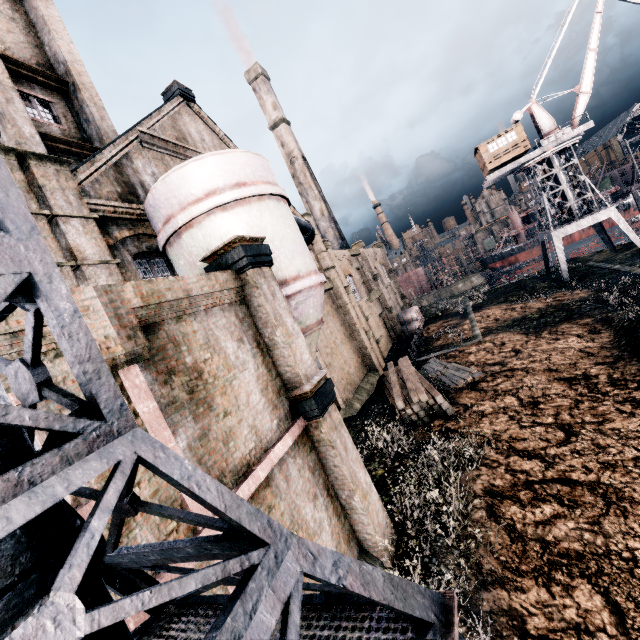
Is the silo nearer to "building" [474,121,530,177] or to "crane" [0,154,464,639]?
"crane" [0,154,464,639]

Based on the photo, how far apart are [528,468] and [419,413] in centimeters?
657cm

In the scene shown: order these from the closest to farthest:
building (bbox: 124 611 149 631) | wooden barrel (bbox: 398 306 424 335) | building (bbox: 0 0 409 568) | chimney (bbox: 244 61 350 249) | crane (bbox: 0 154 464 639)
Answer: crane (bbox: 0 154 464 639), building (bbox: 124 611 149 631), building (bbox: 0 0 409 568), wooden barrel (bbox: 398 306 424 335), chimney (bbox: 244 61 350 249)

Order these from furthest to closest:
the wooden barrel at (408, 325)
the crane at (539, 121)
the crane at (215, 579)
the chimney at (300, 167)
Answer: the chimney at (300, 167) → the wooden barrel at (408, 325) → the crane at (539, 121) → the crane at (215, 579)

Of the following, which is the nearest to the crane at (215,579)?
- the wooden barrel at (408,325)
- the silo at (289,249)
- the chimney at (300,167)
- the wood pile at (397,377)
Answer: the silo at (289,249)

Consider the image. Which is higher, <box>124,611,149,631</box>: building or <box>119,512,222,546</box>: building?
<box>119,512,222,546</box>: building

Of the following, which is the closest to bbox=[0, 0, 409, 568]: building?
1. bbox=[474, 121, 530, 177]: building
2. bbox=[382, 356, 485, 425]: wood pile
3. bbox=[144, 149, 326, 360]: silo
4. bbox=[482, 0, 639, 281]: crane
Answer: bbox=[144, 149, 326, 360]: silo

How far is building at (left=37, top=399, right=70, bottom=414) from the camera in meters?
4.3 m
